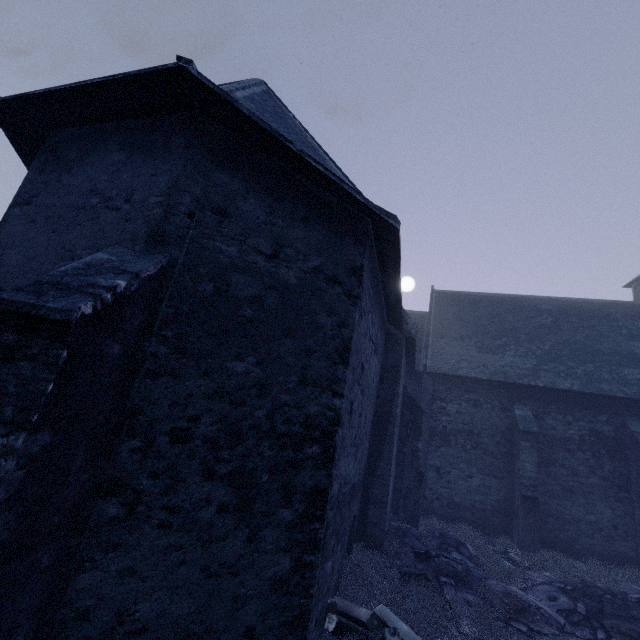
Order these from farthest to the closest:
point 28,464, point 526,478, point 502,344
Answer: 1. point 502,344
2. point 526,478
3. point 28,464

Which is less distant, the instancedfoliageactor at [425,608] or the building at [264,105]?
the building at [264,105]

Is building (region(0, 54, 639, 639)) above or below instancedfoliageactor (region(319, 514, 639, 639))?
above

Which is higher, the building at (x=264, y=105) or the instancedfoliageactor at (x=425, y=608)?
the building at (x=264, y=105)

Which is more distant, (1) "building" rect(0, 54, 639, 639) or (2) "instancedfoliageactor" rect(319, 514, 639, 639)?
(2) "instancedfoliageactor" rect(319, 514, 639, 639)
